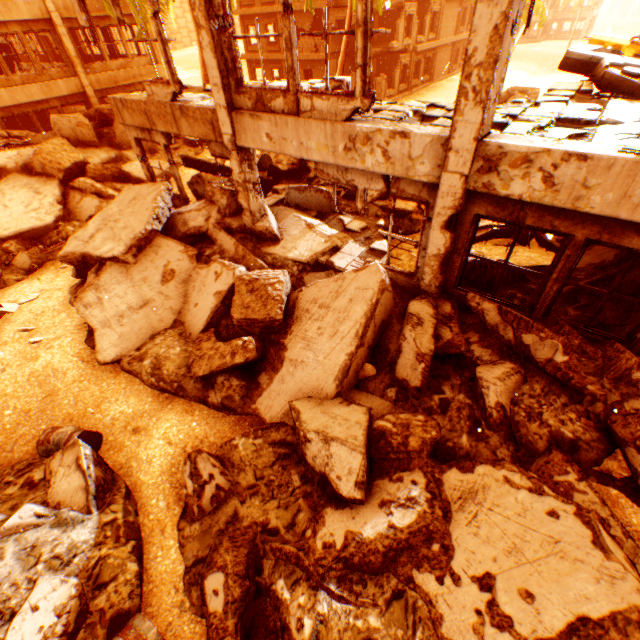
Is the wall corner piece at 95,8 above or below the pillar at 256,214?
above

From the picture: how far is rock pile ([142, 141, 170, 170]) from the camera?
14.78m

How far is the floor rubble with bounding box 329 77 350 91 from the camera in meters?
8.8

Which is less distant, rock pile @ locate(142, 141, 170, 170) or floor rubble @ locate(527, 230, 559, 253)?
floor rubble @ locate(527, 230, 559, 253)

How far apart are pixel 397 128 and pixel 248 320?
4.2 meters

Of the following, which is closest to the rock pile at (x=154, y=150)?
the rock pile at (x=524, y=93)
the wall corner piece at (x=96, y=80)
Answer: the wall corner piece at (x=96, y=80)

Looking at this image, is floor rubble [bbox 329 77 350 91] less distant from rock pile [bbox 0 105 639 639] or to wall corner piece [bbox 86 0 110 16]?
rock pile [bbox 0 105 639 639]

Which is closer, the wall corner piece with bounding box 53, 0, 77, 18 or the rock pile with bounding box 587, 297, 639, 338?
the rock pile with bounding box 587, 297, 639, 338
